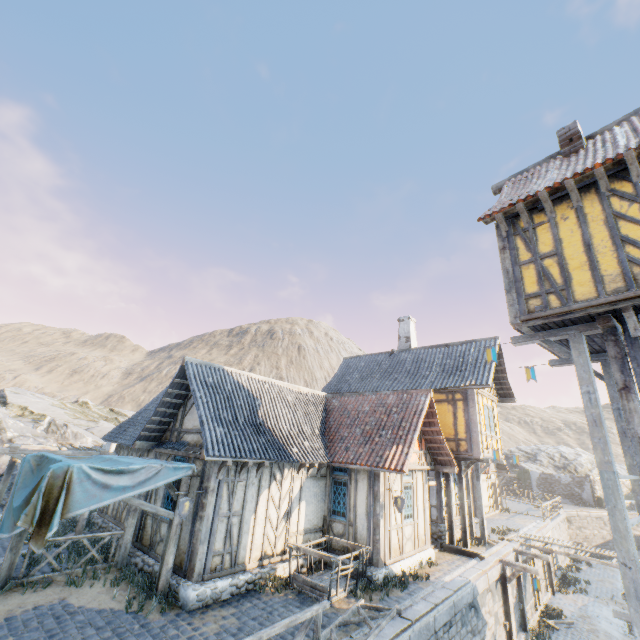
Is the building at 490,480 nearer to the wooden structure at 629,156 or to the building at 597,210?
the building at 597,210

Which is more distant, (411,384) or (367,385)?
(367,385)

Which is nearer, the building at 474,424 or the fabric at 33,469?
the fabric at 33,469

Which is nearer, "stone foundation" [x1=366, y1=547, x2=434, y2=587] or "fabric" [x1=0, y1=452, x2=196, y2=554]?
"fabric" [x1=0, y1=452, x2=196, y2=554]

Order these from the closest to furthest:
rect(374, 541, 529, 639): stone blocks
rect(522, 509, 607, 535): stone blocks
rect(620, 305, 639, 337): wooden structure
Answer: rect(620, 305, 639, 337): wooden structure < rect(374, 541, 529, 639): stone blocks < rect(522, 509, 607, 535): stone blocks

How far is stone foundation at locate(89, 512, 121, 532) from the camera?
12.4m

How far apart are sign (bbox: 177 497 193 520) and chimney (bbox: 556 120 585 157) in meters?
14.2

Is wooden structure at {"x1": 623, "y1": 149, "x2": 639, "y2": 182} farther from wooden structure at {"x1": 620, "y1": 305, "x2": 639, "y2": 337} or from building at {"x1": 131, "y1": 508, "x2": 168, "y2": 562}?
building at {"x1": 131, "y1": 508, "x2": 168, "y2": 562}
